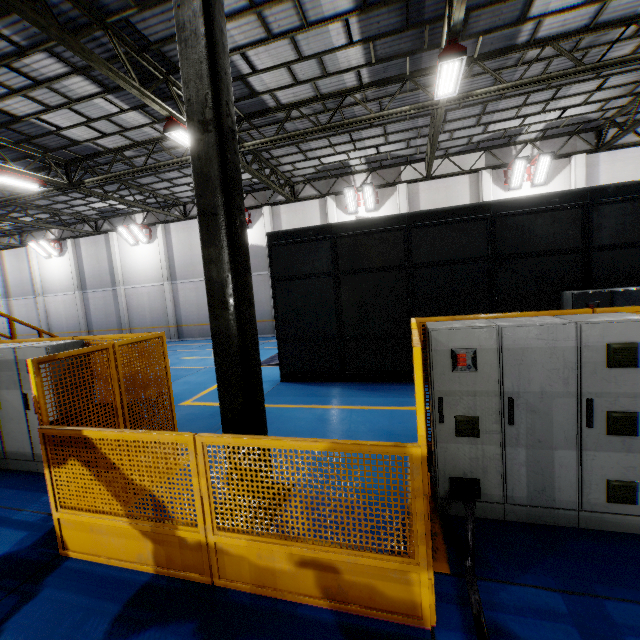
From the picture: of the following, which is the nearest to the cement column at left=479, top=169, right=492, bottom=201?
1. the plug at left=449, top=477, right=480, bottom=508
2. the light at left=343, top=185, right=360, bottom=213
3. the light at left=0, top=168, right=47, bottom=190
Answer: the light at left=343, top=185, right=360, bottom=213

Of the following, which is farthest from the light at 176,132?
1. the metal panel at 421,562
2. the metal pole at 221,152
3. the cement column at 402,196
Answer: the cement column at 402,196

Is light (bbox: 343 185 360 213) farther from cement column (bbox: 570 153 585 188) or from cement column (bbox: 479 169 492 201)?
cement column (bbox: 570 153 585 188)

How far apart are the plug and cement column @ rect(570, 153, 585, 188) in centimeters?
1643cm

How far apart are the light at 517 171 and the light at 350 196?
7.2 meters

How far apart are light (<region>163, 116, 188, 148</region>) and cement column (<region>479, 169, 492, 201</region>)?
13.0 meters

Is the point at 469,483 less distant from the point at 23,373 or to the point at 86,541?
the point at 86,541

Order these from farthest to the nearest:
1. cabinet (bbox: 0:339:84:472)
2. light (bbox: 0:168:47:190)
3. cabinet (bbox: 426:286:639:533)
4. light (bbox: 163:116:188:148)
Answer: light (bbox: 0:168:47:190), light (bbox: 163:116:188:148), cabinet (bbox: 0:339:84:472), cabinet (bbox: 426:286:639:533)
